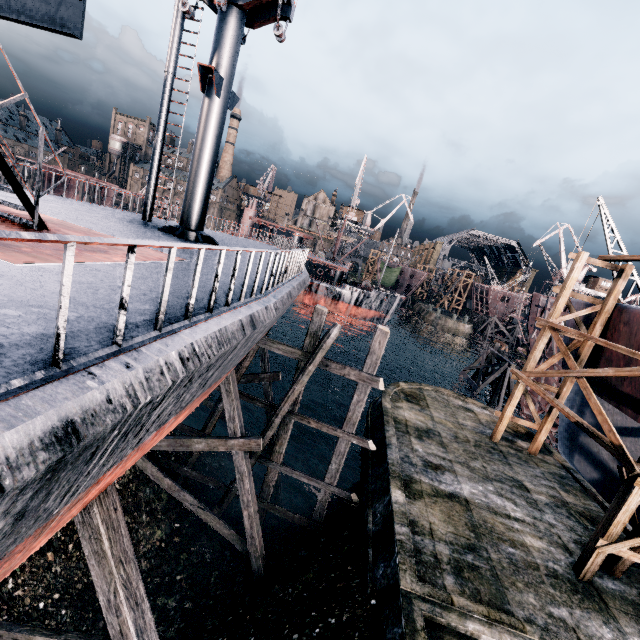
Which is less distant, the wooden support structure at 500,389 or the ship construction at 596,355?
the ship construction at 596,355

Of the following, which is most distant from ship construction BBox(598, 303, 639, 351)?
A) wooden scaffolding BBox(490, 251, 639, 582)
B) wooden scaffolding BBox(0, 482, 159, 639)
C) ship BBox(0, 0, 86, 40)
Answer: wooden scaffolding BBox(0, 482, 159, 639)

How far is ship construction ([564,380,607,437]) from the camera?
18.0 meters

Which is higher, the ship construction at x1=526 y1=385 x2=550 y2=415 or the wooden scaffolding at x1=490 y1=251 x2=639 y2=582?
the wooden scaffolding at x1=490 y1=251 x2=639 y2=582

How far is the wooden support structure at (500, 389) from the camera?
30.33m

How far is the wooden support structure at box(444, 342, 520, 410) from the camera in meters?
30.3

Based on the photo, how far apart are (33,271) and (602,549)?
16.02m

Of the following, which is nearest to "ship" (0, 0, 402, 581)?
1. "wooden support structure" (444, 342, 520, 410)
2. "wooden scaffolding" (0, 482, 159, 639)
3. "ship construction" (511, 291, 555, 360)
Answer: "wooden scaffolding" (0, 482, 159, 639)
